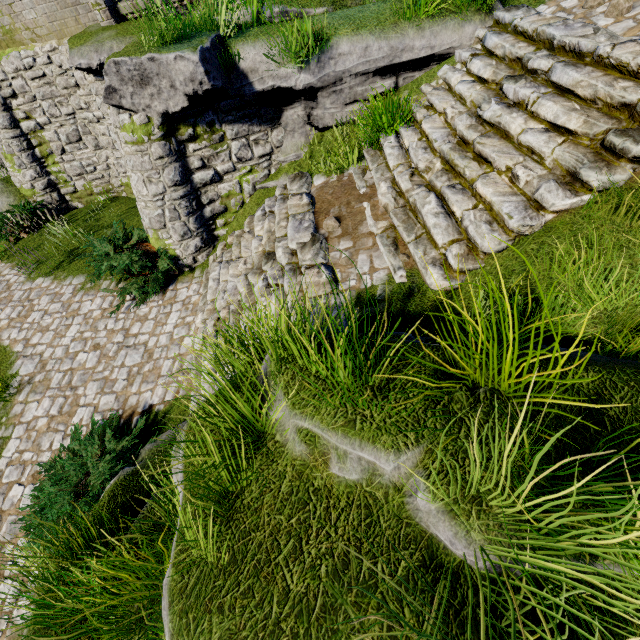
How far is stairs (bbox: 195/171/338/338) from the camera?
5.2m

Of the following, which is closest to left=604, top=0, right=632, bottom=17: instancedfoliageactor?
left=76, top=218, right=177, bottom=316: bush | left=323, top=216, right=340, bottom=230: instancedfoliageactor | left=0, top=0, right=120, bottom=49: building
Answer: left=0, top=0, right=120, bottom=49: building

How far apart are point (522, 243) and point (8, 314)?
12.0m

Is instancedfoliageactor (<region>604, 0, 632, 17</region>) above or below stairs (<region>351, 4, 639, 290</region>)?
above

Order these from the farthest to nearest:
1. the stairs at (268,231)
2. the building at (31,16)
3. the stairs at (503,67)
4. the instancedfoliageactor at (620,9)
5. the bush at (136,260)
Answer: the building at (31,16)
the bush at (136,260)
the stairs at (268,231)
the instancedfoliageactor at (620,9)
the stairs at (503,67)

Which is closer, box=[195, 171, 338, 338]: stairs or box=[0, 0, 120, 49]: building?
box=[195, 171, 338, 338]: stairs

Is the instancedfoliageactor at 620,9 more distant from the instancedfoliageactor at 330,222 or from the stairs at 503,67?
the instancedfoliageactor at 330,222

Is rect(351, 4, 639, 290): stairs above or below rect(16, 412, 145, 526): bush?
above
